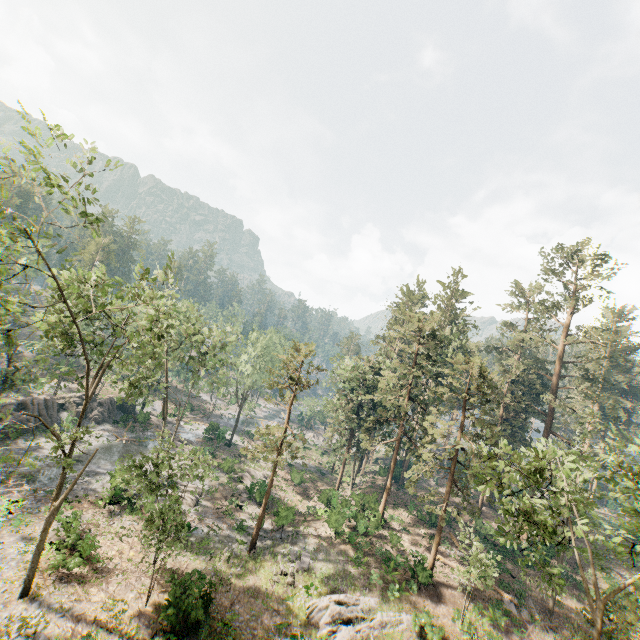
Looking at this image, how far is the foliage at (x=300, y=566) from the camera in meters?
24.5

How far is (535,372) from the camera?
41.25m

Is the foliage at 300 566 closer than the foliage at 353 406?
No

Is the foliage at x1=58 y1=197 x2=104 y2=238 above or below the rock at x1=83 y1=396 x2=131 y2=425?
above

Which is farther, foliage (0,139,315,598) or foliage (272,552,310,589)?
foliage (272,552,310,589)

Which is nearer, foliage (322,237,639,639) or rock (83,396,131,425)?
foliage (322,237,639,639)

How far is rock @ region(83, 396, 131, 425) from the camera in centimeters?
4325cm
